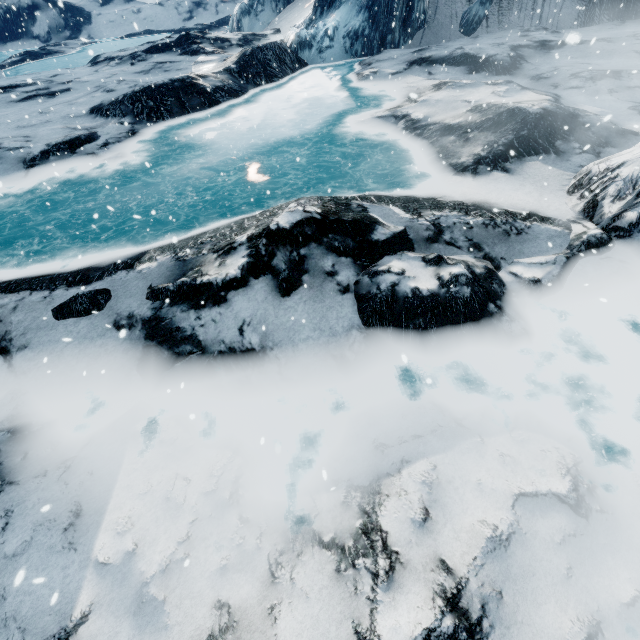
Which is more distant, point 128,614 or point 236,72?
point 236,72
